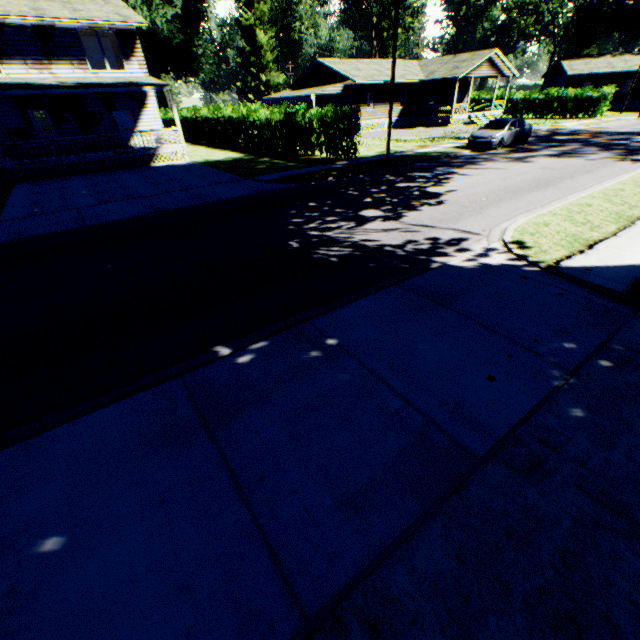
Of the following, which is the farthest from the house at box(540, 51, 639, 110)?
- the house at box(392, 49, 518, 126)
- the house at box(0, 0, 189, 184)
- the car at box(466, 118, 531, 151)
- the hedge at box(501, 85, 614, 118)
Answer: the house at box(0, 0, 189, 184)

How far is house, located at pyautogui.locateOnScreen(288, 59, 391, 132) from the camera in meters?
32.6 m

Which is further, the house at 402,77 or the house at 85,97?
the house at 402,77

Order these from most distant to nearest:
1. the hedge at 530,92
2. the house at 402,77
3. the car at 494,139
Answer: the hedge at 530,92 < the house at 402,77 < the car at 494,139

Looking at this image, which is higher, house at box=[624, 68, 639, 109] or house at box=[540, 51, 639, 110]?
house at box=[540, 51, 639, 110]

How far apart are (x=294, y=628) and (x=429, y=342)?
3.65m

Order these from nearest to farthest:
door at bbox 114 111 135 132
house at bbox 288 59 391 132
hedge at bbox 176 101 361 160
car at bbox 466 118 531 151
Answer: hedge at bbox 176 101 361 160 → car at bbox 466 118 531 151 → door at bbox 114 111 135 132 → house at bbox 288 59 391 132

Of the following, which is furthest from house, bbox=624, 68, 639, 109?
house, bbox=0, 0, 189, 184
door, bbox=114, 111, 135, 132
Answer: door, bbox=114, 111, 135, 132
